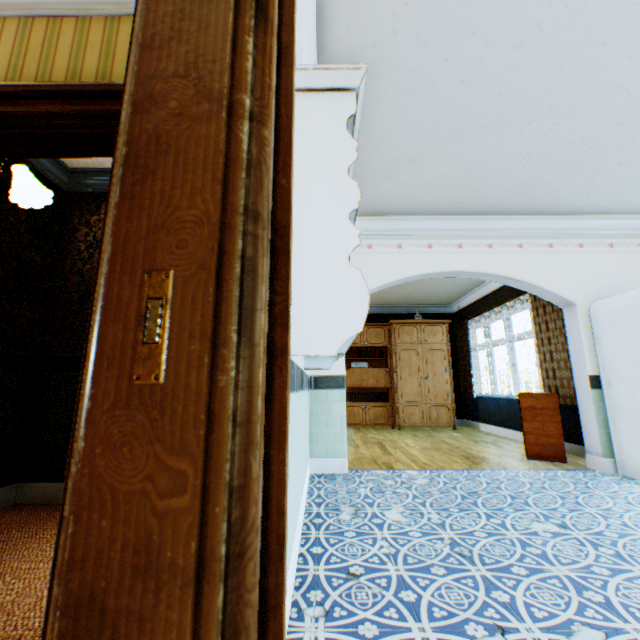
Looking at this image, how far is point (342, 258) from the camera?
1.6m

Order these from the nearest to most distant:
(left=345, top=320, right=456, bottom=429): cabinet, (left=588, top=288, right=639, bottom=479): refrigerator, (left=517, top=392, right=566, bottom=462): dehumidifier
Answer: (left=588, top=288, right=639, bottom=479): refrigerator
(left=517, top=392, right=566, bottom=462): dehumidifier
(left=345, top=320, right=456, bottom=429): cabinet

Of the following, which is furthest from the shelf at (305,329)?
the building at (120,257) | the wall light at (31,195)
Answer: the wall light at (31,195)

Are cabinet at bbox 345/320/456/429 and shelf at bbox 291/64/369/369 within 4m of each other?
no

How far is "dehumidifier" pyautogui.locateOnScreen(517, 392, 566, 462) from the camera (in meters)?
4.27

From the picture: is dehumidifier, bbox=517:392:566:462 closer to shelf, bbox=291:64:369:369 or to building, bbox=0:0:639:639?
building, bbox=0:0:639:639

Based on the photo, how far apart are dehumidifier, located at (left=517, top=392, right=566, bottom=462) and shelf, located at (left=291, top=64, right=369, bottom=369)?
3.28m

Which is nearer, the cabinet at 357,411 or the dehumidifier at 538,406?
the dehumidifier at 538,406
